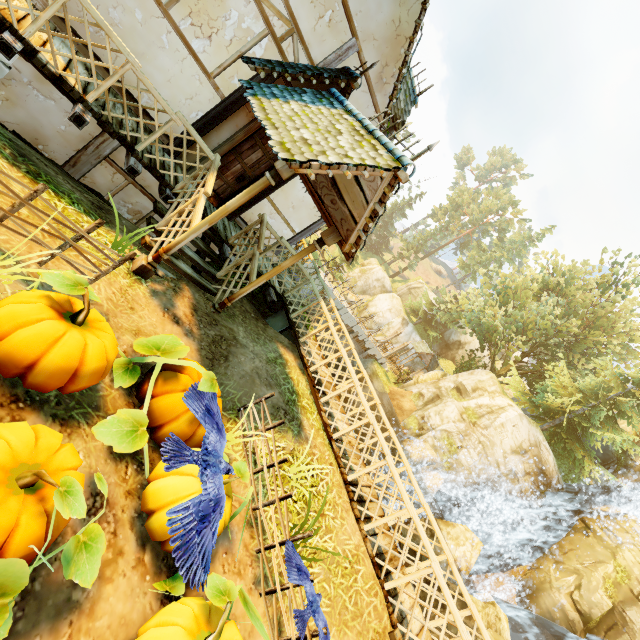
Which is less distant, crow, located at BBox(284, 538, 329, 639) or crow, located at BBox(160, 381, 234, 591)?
crow, located at BBox(160, 381, 234, 591)

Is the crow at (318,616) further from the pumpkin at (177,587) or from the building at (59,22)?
the building at (59,22)

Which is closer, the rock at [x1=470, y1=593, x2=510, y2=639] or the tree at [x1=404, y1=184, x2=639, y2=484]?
the rock at [x1=470, y1=593, x2=510, y2=639]

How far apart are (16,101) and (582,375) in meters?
33.3 m

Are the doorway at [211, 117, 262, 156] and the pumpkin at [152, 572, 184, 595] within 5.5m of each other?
no

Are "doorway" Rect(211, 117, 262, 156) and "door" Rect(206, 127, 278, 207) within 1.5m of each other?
yes

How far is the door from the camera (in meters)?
7.09

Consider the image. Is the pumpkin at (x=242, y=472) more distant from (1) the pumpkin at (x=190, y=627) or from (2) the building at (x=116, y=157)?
(2) the building at (x=116, y=157)
